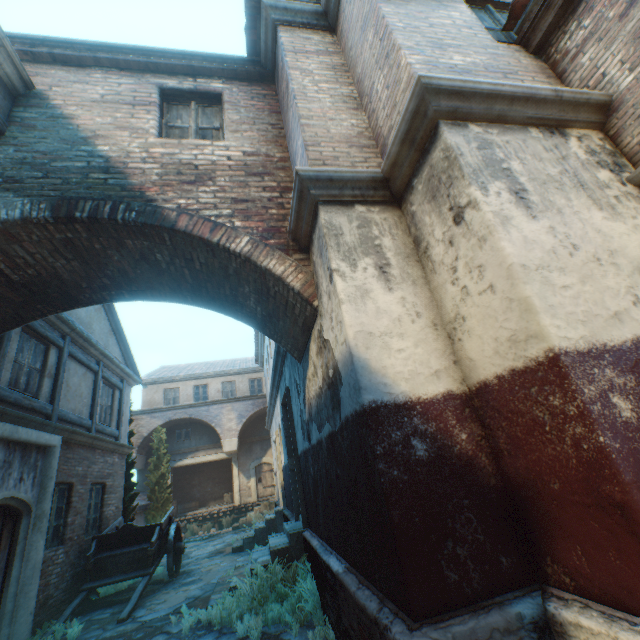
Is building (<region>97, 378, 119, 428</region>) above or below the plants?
above

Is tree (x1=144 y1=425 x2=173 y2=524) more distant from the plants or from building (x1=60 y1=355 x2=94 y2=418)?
the plants

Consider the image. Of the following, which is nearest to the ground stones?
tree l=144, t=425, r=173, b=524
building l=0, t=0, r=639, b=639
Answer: building l=0, t=0, r=639, b=639

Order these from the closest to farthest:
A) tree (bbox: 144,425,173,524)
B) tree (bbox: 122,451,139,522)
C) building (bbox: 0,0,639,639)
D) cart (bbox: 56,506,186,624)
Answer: building (bbox: 0,0,639,639)
cart (bbox: 56,506,186,624)
tree (bbox: 122,451,139,522)
tree (bbox: 144,425,173,524)

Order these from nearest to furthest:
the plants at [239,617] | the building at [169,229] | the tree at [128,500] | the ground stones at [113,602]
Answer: the building at [169,229]
the plants at [239,617]
the ground stones at [113,602]
the tree at [128,500]

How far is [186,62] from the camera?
5.7 meters

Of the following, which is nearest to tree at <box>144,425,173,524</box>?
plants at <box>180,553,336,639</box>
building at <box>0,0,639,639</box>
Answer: building at <box>0,0,639,639</box>

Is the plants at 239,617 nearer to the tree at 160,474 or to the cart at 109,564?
the cart at 109,564
